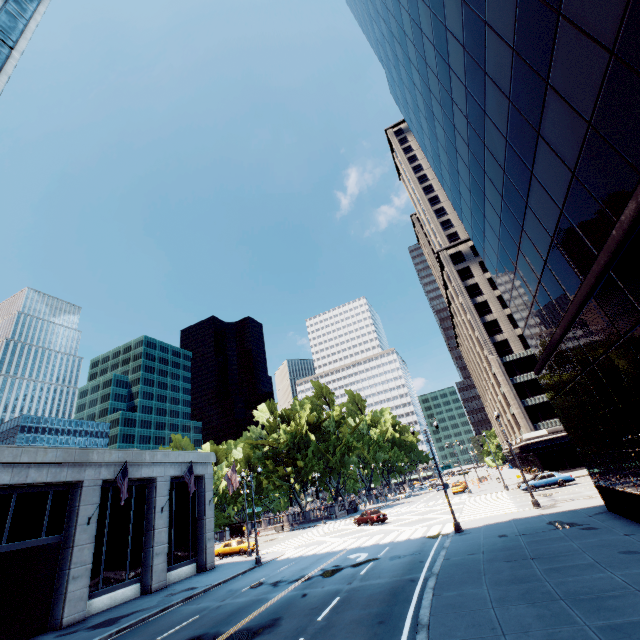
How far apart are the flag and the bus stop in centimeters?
4086cm

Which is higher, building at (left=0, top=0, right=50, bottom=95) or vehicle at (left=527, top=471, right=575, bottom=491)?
building at (left=0, top=0, right=50, bottom=95)

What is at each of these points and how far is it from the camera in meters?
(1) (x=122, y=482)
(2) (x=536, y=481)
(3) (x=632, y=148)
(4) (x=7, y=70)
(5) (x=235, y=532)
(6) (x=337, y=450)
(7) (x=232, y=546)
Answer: (1) flag, 21.4
(2) vehicle, 35.1
(3) building, 7.0
(4) building, 28.0
(5) bus stop, 57.1
(6) tree, 58.5
(7) vehicle, 35.5

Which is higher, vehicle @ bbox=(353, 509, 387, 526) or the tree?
the tree

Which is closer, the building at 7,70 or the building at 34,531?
the building at 34,531

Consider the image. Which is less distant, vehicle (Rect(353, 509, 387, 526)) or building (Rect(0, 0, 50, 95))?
building (Rect(0, 0, 50, 95))

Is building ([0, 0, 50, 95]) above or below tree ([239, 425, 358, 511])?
above

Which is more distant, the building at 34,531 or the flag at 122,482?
the flag at 122,482
